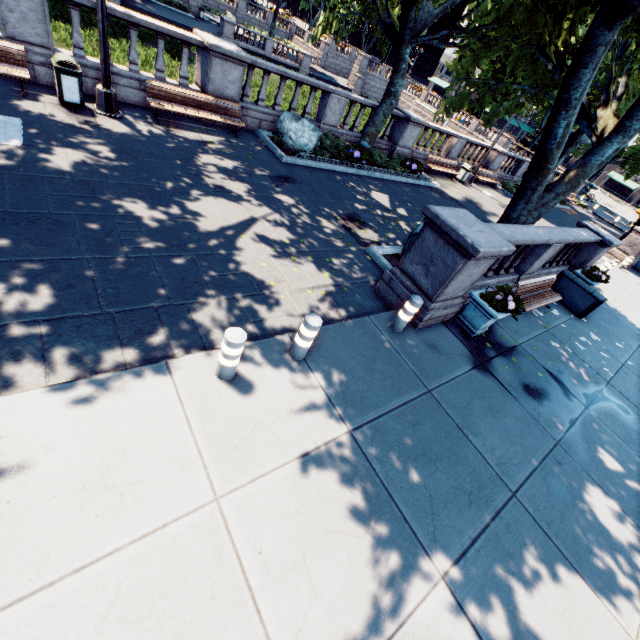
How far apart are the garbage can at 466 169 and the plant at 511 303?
15.5m

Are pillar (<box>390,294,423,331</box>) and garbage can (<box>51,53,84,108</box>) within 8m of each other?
no

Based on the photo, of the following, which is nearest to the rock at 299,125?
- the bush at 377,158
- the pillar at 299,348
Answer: the bush at 377,158

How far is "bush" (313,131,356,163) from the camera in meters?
12.6

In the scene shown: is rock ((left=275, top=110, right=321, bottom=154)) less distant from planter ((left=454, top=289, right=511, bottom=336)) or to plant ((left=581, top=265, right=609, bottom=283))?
planter ((left=454, top=289, right=511, bottom=336))

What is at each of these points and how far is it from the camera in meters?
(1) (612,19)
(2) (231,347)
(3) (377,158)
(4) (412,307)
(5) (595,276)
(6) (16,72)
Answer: (1) tree, 6.8 m
(2) pillar, 3.9 m
(3) bush, 15.2 m
(4) pillar, 6.1 m
(5) plant, 11.5 m
(6) bench, 7.6 m

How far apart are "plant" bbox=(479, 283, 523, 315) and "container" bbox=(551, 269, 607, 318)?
5.5m

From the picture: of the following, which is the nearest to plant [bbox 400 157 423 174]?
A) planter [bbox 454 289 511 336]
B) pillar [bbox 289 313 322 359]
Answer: planter [bbox 454 289 511 336]
